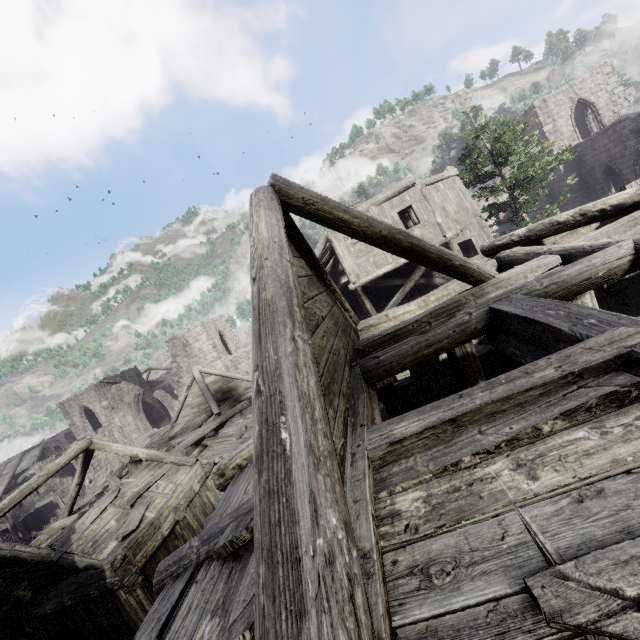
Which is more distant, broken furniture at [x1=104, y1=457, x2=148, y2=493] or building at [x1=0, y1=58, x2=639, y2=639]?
broken furniture at [x1=104, y1=457, x2=148, y2=493]

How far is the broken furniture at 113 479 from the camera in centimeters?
1558cm

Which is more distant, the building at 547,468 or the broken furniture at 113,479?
the broken furniture at 113,479

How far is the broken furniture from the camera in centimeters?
1558cm

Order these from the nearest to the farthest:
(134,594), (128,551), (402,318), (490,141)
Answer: (402,318) → (134,594) → (128,551) → (490,141)
